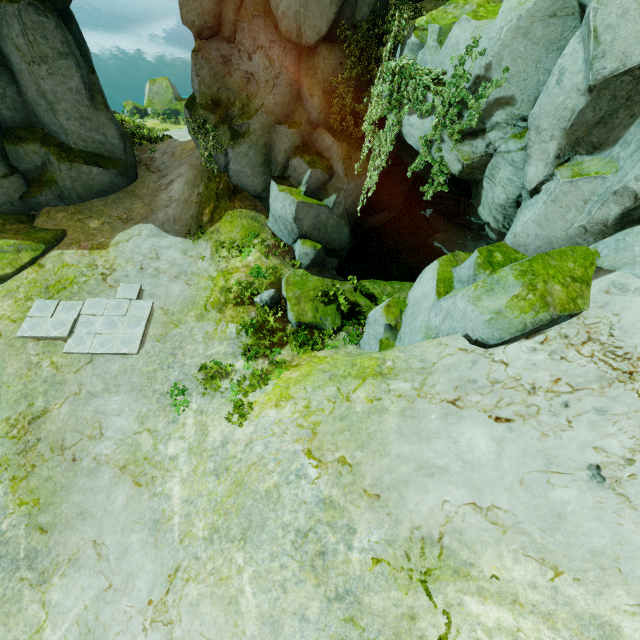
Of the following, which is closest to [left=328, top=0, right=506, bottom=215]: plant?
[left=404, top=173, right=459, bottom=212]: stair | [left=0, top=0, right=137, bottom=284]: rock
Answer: [left=0, top=0, right=137, bottom=284]: rock

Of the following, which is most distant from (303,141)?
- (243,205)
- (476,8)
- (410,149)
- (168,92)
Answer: (168,92)

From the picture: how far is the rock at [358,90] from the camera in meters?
11.8 m

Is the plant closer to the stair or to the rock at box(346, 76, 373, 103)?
the rock at box(346, 76, 373, 103)

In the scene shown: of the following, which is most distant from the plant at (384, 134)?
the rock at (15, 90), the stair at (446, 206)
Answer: the stair at (446, 206)
